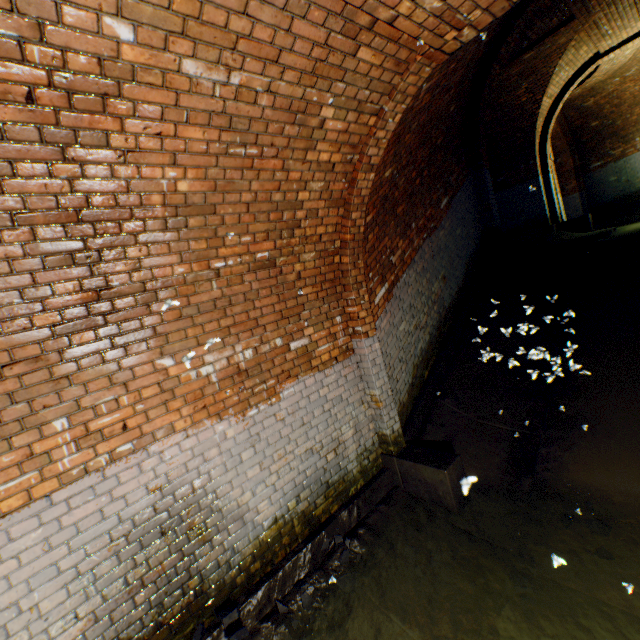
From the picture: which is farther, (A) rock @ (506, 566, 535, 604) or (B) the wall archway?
(B) the wall archway

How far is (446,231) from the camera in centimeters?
605cm

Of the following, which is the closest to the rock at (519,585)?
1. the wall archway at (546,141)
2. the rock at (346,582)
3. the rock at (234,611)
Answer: the rock at (346,582)

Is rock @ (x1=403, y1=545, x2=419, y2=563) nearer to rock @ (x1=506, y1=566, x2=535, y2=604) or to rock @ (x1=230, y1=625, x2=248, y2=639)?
rock @ (x1=506, y1=566, x2=535, y2=604)

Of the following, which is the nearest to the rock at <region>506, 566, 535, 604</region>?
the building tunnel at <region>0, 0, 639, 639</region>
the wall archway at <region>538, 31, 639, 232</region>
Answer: the building tunnel at <region>0, 0, 639, 639</region>

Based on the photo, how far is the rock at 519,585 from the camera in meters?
2.8 m

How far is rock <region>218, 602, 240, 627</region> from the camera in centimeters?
269cm

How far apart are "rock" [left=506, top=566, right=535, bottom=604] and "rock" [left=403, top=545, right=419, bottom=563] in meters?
0.8 m
